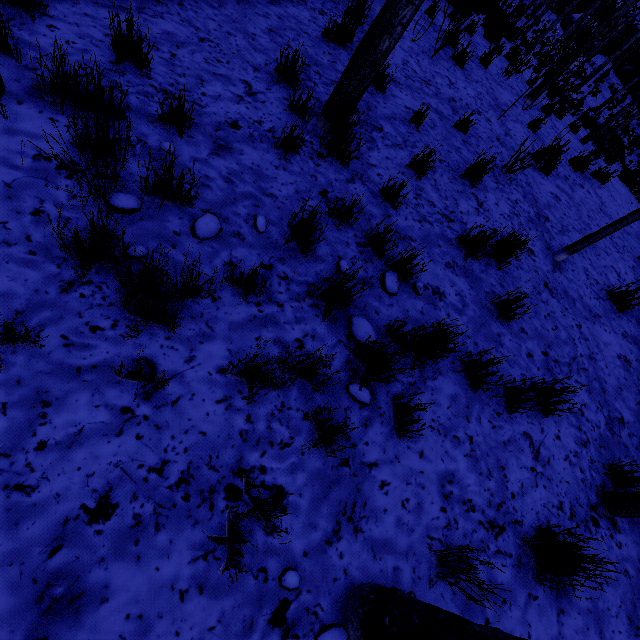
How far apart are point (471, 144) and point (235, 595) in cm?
585

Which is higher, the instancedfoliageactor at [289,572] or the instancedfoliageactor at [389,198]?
the instancedfoliageactor at [389,198]

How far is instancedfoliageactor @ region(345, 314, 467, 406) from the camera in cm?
214

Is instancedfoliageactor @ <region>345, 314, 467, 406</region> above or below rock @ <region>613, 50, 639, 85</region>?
below

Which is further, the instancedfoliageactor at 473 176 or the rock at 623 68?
the rock at 623 68
